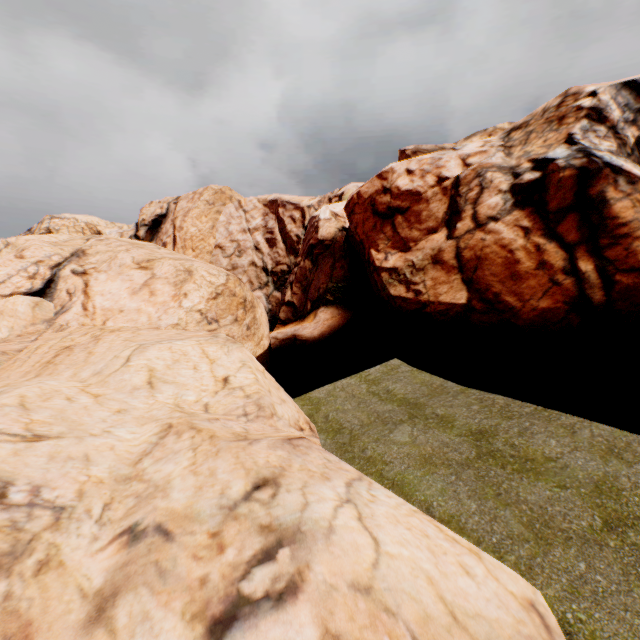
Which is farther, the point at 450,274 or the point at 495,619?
the point at 450,274
